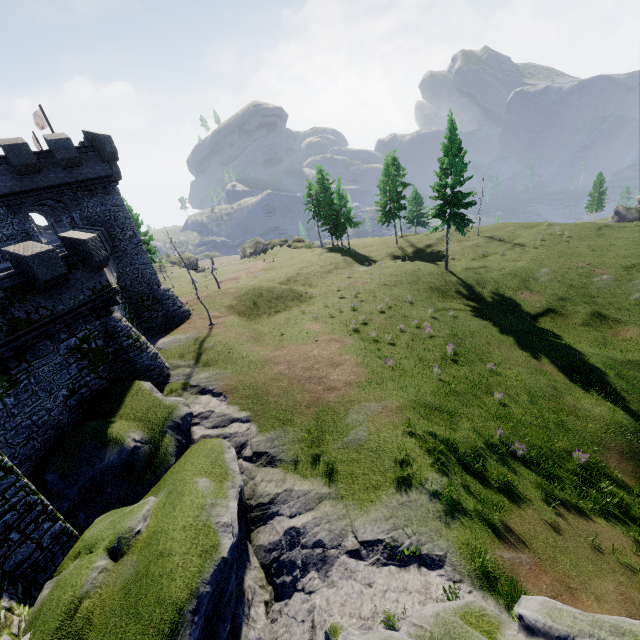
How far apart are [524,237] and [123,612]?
51.39m

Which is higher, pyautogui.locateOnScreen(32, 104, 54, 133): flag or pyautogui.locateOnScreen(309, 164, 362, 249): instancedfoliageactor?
pyautogui.locateOnScreen(32, 104, 54, 133): flag

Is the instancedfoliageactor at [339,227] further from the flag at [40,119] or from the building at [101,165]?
the flag at [40,119]

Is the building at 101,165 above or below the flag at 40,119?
below

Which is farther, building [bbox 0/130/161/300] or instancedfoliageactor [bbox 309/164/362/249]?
instancedfoliageactor [bbox 309/164/362/249]

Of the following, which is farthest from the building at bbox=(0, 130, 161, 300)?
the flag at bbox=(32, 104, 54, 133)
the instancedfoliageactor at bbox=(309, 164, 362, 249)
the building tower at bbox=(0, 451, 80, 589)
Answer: the instancedfoliageactor at bbox=(309, 164, 362, 249)

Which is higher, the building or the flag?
the flag
